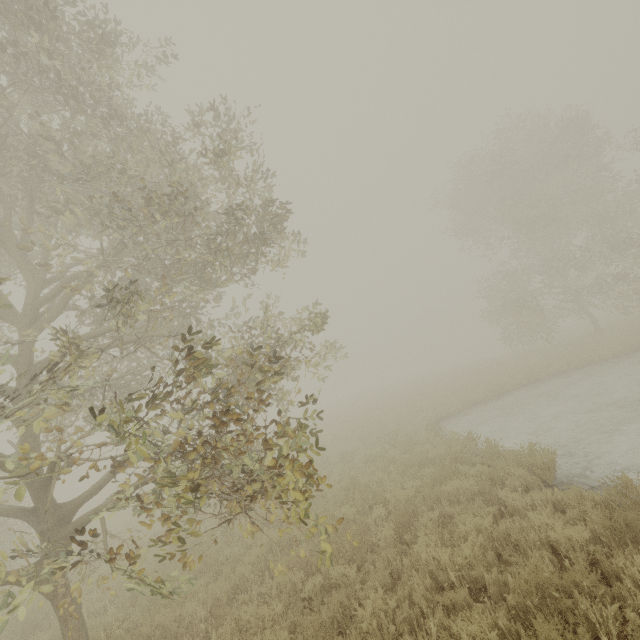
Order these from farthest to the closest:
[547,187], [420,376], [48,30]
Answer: [420,376], [547,187], [48,30]
